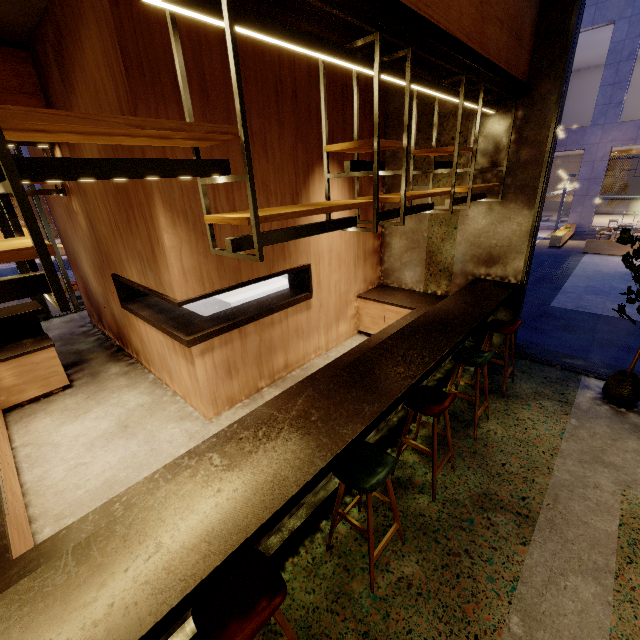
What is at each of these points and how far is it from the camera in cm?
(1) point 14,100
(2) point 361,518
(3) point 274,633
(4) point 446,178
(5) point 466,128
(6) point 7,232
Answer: (1) bar shelf, 424
(2) building, 283
(3) building, 213
(4) building, 498
(5) building, 459
(6) door, 707

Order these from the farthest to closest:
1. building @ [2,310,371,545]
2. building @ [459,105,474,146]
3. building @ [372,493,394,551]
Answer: building @ [459,105,474,146], building @ [2,310,371,545], building @ [372,493,394,551]

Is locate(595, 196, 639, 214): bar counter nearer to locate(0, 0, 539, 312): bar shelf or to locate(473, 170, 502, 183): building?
locate(473, 170, 502, 183): building

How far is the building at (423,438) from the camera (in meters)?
3.56

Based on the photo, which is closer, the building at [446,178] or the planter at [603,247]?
the building at [446,178]

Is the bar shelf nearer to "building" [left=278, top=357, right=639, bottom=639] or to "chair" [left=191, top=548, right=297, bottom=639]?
"building" [left=278, top=357, right=639, bottom=639]

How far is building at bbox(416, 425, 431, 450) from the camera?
3.6m
